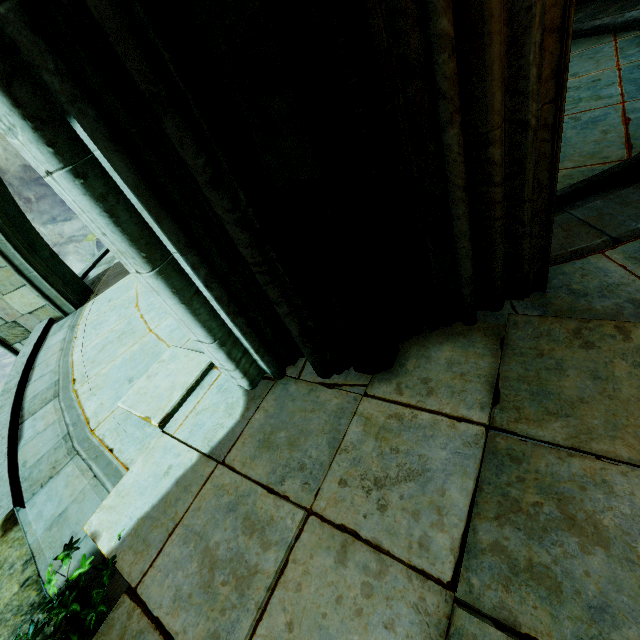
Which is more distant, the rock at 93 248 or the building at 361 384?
the rock at 93 248

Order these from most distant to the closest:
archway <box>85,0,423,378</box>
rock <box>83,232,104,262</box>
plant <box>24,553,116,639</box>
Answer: rock <box>83,232,104,262</box>
plant <box>24,553,116,639</box>
archway <box>85,0,423,378</box>

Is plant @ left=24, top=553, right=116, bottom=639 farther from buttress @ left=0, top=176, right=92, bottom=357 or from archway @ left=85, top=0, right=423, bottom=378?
buttress @ left=0, top=176, right=92, bottom=357

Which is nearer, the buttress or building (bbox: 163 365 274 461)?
building (bbox: 163 365 274 461)

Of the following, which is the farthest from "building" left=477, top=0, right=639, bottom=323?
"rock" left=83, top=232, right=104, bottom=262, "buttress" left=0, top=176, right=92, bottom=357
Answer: "rock" left=83, top=232, right=104, bottom=262

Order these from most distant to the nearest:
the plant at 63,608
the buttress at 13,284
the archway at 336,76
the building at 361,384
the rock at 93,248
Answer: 1. the rock at 93,248
2. the buttress at 13,284
3. the building at 361,384
4. the plant at 63,608
5. the archway at 336,76

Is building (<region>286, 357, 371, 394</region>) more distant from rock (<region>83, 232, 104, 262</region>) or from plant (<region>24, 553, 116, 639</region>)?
rock (<region>83, 232, 104, 262</region>)

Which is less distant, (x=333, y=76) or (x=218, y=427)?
(x=333, y=76)
